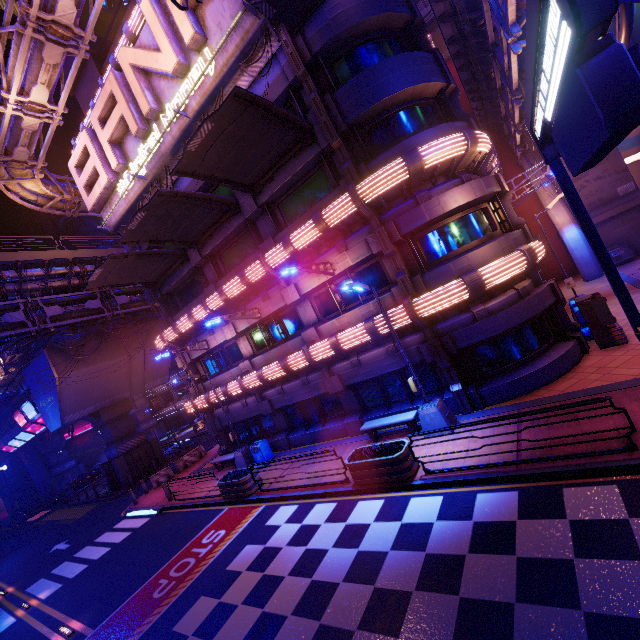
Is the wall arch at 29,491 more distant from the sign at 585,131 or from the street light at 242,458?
the sign at 585,131

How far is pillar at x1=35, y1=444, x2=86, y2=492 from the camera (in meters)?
45.06

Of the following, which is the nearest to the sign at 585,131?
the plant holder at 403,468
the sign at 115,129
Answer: the plant holder at 403,468

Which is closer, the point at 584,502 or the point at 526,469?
the point at 584,502

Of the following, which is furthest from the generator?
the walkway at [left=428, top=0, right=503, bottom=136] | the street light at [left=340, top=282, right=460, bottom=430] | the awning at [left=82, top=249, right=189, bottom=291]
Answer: the awning at [left=82, top=249, right=189, bottom=291]

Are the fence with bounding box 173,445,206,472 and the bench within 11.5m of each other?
no

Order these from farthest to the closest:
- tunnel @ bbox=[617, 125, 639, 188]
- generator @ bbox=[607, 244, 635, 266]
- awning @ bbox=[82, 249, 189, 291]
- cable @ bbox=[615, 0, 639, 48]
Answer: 1. tunnel @ bbox=[617, 125, 639, 188]
2. generator @ bbox=[607, 244, 635, 266]
3. awning @ bbox=[82, 249, 189, 291]
4. cable @ bbox=[615, 0, 639, 48]

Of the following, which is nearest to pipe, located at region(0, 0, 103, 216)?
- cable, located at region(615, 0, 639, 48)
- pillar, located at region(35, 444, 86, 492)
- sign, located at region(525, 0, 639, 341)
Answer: pillar, located at region(35, 444, 86, 492)
